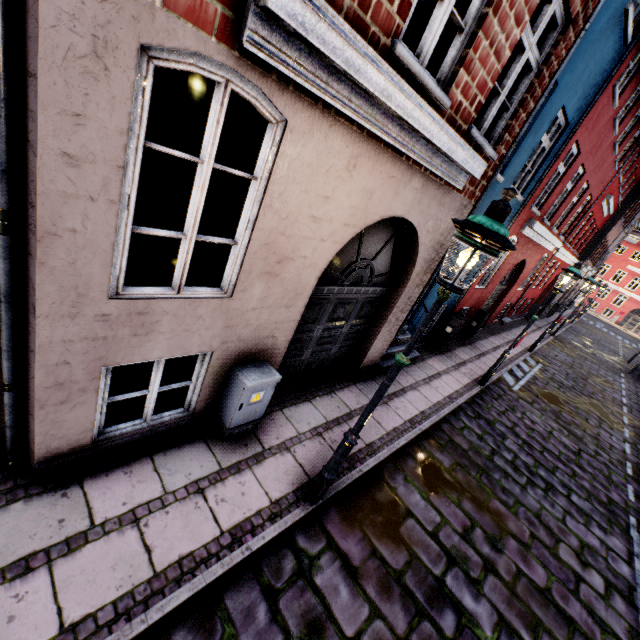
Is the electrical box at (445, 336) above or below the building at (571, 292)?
below

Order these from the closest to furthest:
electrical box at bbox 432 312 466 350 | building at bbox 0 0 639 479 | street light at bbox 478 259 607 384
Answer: building at bbox 0 0 639 479 → street light at bbox 478 259 607 384 → electrical box at bbox 432 312 466 350

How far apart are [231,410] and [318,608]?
2.26m

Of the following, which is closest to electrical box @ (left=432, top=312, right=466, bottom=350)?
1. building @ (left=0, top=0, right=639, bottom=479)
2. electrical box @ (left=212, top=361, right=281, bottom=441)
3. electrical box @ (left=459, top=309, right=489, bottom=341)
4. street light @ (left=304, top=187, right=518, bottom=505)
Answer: building @ (left=0, top=0, right=639, bottom=479)

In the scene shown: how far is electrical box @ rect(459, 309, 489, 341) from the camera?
11.5 meters

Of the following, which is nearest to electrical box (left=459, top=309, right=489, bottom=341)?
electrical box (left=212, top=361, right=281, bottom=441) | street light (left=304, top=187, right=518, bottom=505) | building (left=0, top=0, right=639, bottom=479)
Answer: building (left=0, top=0, right=639, bottom=479)

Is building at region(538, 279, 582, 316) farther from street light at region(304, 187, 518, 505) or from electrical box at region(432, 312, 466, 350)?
street light at region(304, 187, 518, 505)

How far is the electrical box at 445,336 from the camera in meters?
9.7 m
